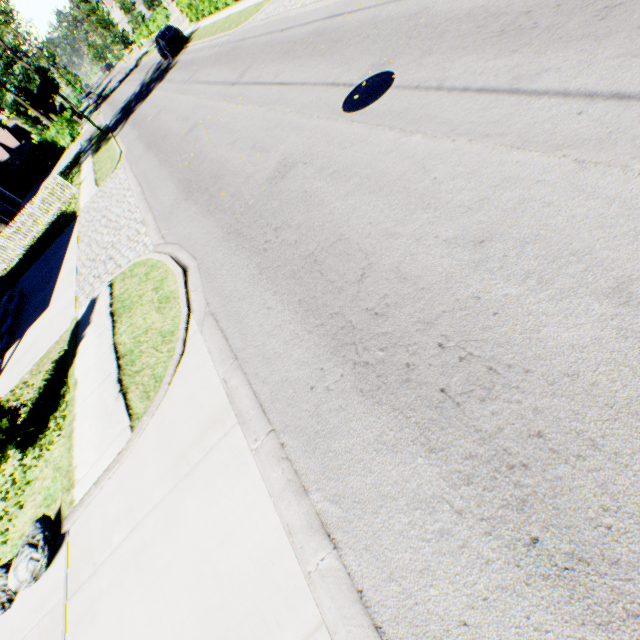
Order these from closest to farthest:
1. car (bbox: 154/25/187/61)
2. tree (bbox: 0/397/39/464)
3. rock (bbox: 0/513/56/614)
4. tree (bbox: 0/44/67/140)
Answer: rock (bbox: 0/513/56/614)
tree (bbox: 0/397/39/464)
car (bbox: 154/25/187/61)
tree (bbox: 0/44/67/140)

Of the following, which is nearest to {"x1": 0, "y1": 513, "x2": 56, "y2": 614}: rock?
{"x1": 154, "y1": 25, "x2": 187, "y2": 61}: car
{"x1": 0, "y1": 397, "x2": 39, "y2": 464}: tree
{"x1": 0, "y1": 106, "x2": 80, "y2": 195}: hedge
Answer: {"x1": 0, "y1": 397, "x2": 39, "y2": 464}: tree

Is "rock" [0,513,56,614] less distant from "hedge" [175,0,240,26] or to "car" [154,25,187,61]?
"hedge" [175,0,240,26]

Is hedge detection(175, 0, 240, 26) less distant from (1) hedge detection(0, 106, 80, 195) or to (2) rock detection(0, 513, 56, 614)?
(1) hedge detection(0, 106, 80, 195)

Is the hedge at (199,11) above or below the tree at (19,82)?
below

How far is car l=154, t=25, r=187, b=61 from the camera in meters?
24.6

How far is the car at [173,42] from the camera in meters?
24.6

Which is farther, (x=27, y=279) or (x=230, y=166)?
(x=27, y=279)
